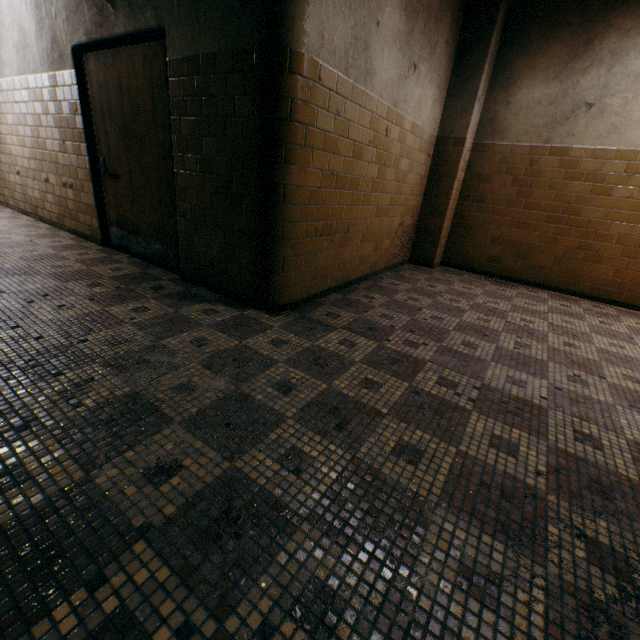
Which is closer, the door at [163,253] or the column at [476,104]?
the door at [163,253]

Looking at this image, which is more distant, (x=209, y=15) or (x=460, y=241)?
(x=460, y=241)

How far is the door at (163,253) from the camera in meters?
3.1

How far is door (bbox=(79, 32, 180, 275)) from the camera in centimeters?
308cm

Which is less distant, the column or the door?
the door
